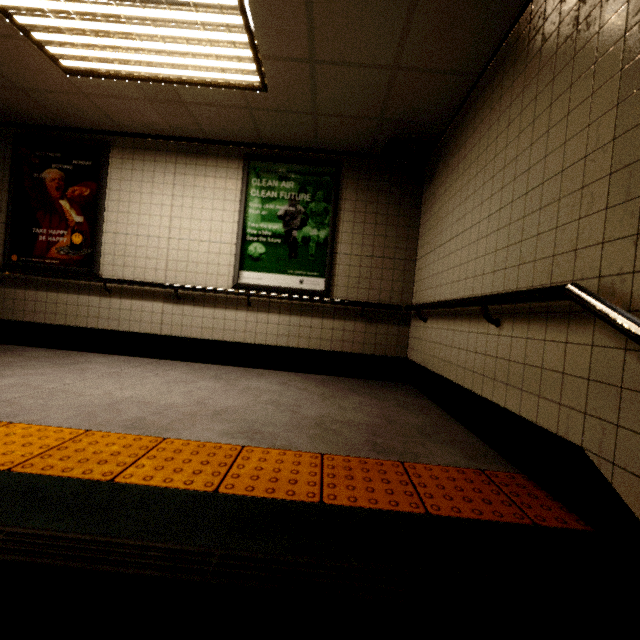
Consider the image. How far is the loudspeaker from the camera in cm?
361

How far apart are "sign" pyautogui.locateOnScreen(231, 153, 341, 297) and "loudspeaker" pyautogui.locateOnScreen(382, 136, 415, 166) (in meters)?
0.69

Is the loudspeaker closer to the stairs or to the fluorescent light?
the fluorescent light

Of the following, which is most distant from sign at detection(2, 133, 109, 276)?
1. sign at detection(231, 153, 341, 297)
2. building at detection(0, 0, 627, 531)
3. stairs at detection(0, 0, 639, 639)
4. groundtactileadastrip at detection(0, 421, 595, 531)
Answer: stairs at detection(0, 0, 639, 639)

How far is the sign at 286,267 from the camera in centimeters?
421cm

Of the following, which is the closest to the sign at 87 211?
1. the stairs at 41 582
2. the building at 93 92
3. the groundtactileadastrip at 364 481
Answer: the building at 93 92

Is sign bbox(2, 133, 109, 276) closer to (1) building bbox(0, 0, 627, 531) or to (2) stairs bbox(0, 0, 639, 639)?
(1) building bbox(0, 0, 627, 531)

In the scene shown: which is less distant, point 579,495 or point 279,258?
point 579,495
